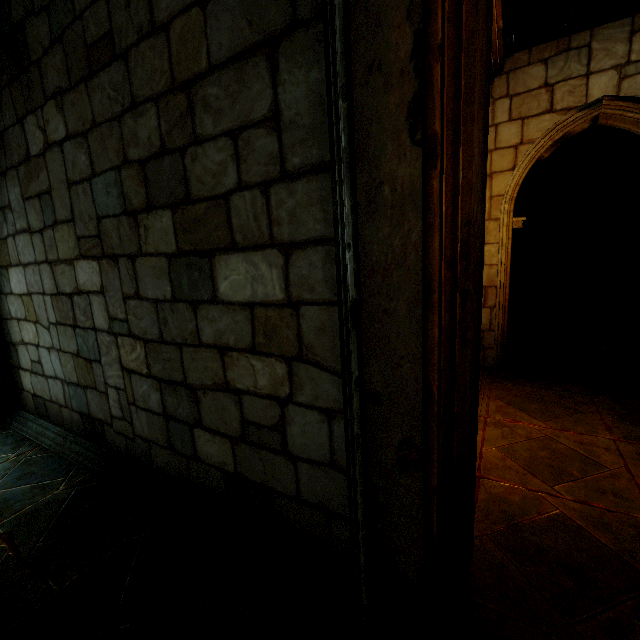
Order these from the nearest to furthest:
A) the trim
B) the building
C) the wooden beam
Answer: the building
the trim
the wooden beam

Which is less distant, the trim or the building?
the building

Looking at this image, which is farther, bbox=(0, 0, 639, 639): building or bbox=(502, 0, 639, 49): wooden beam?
bbox=(502, 0, 639, 49): wooden beam

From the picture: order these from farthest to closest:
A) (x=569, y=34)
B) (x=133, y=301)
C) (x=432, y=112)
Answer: (x=569, y=34) < (x=133, y=301) < (x=432, y=112)

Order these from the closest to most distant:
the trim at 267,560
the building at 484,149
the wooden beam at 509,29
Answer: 1. the building at 484,149
2. the trim at 267,560
3. the wooden beam at 509,29

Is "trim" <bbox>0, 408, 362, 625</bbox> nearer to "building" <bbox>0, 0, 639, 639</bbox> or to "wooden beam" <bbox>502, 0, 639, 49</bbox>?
"building" <bbox>0, 0, 639, 639</bbox>

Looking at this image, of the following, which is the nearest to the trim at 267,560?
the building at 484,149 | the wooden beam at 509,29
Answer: the building at 484,149

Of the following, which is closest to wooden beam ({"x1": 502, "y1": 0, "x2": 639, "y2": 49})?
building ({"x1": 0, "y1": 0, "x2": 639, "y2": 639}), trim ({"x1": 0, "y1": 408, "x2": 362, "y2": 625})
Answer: Result: building ({"x1": 0, "y1": 0, "x2": 639, "y2": 639})
